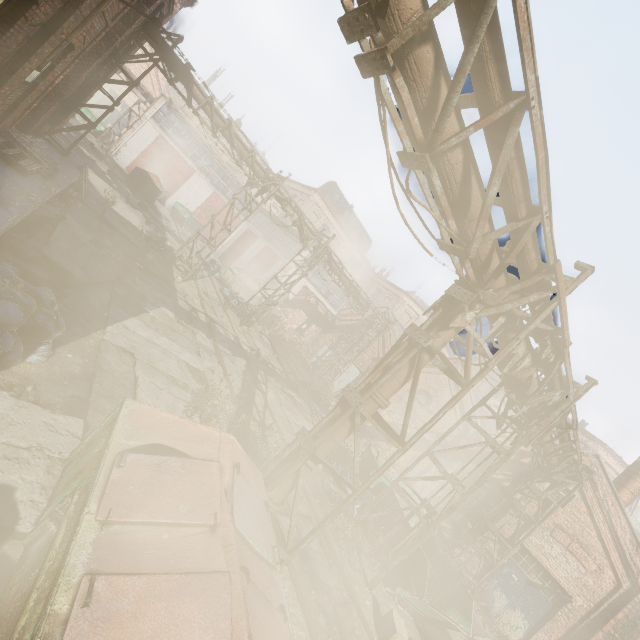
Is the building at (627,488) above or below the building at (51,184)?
above

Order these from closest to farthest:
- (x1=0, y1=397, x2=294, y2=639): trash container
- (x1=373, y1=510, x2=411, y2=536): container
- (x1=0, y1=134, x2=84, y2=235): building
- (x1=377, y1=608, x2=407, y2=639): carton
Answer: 1. (x1=0, y1=397, x2=294, y2=639): trash container
2. (x1=0, y1=134, x2=84, y2=235): building
3. (x1=377, y1=608, x2=407, y2=639): carton
4. (x1=373, y1=510, x2=411, y2=536): container

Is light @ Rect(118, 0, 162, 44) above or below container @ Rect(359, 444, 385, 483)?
above

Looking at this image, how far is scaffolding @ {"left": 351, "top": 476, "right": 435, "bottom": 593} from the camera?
7.3 meters

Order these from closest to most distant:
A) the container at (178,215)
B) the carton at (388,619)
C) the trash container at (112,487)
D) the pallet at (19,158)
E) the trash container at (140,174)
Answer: the trash container at (112,487)
the carton at (388,619)
the pallet at (19,158)
the trash container at (140,174)
the container at (178,215)

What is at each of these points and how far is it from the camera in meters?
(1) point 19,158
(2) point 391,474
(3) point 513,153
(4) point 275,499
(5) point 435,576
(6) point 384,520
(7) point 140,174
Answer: (1) pallet, 7.5
(2) container, 12.9
(3) pipe, 3.3
(4) pipe, 4.9
(5) container, 9.2
(6) container, 9.8
(7) trash container, 23.5

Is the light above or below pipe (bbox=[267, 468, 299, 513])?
above

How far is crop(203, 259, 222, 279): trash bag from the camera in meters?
22.2
